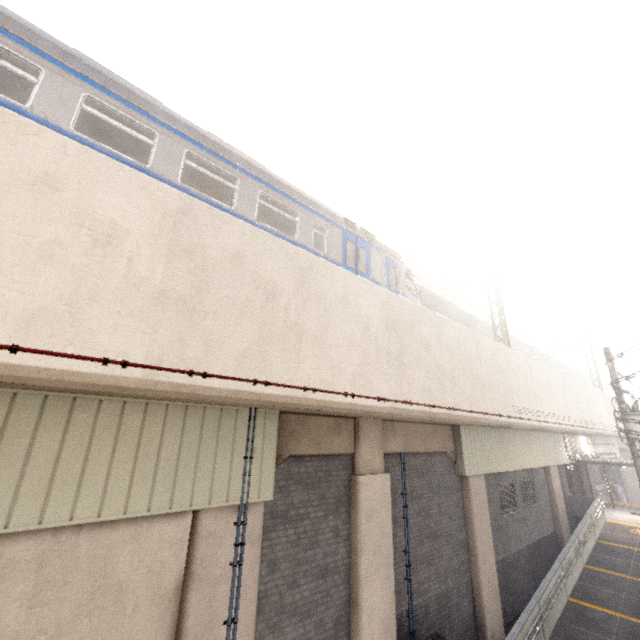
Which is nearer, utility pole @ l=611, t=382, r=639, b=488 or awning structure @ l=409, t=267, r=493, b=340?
utility pole @ l=611, t=382, r=639, b=488

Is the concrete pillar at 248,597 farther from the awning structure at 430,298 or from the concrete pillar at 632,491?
the concrete pillar at 632,491

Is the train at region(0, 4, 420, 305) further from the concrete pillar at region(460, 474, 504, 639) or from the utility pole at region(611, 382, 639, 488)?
the utility pole at region(611, 382, 639, 488)

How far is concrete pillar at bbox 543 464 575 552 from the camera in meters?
17.1

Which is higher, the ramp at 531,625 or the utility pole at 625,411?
the utility pole at 625,411

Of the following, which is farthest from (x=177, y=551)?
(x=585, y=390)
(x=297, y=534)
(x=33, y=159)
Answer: (x=585, y=390)

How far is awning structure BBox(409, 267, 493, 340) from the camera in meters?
17.8
